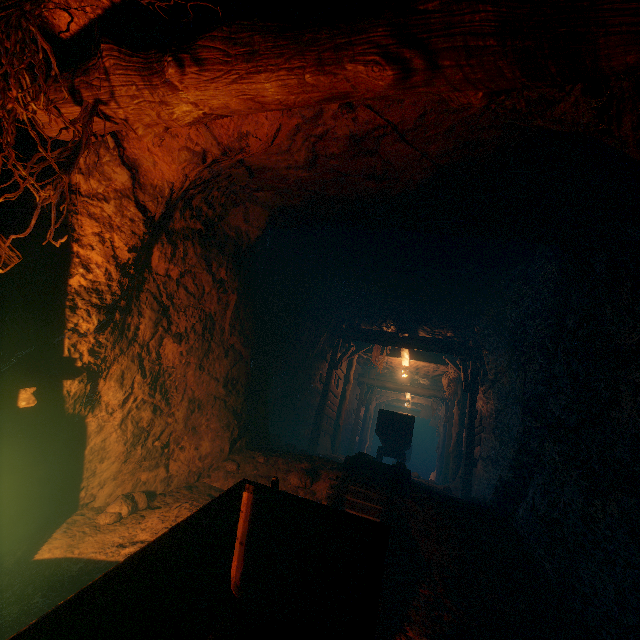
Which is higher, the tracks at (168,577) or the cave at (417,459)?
the tracks at (168,577)

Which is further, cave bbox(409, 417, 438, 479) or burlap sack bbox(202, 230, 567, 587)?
cave bbox(409, 417, 438, 479)

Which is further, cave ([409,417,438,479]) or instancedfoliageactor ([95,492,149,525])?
cave ([409,417,438,479])

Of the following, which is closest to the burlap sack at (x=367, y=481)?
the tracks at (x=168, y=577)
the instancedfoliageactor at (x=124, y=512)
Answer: the tracks at (x=168, y=577)

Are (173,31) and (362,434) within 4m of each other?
no

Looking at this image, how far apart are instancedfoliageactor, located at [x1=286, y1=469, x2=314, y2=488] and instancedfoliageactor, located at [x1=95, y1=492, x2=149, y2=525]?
1.9m

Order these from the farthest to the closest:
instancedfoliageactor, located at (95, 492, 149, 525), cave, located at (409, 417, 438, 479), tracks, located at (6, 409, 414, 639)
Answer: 1. cave, located at (409, 417, 438, 479)
2. instancedfoliageactor, located at (95, 492, 149, 525)
3. tracks, located at (6, 409, 414, 639)

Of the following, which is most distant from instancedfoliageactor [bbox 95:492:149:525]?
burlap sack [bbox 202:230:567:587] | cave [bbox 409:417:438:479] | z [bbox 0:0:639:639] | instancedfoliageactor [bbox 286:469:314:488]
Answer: cave [bbox 409:417:438:479]
